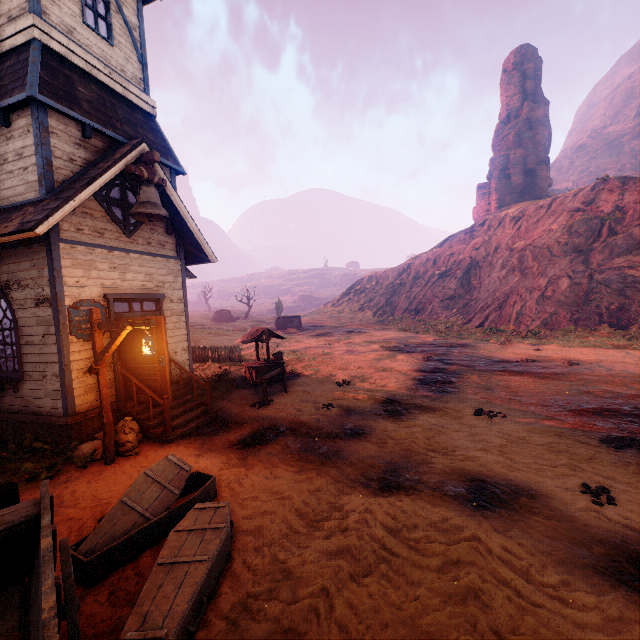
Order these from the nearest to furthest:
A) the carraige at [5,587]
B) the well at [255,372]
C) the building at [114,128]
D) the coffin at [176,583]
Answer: the carraige at [5,587] → the coffin at [176,583] → the building at [114,128] → the well at [255,372]

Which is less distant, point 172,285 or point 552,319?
point 172,285

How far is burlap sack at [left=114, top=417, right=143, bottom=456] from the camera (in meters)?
7.18

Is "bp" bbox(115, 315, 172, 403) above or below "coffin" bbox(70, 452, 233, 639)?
above

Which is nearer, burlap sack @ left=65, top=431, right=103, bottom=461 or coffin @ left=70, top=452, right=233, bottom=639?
coffin @ left=70, top=452, right=233, bottom=639

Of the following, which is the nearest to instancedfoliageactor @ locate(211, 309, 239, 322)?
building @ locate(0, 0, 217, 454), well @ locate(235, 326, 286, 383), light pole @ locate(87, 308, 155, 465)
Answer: building @ locate(0, 0, 217, 454)

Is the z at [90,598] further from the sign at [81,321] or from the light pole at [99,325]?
the sign at [81,321]

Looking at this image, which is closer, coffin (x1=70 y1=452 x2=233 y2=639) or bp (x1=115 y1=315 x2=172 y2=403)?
coffin (x1=70 y1=452 x2=233 y2=639)
